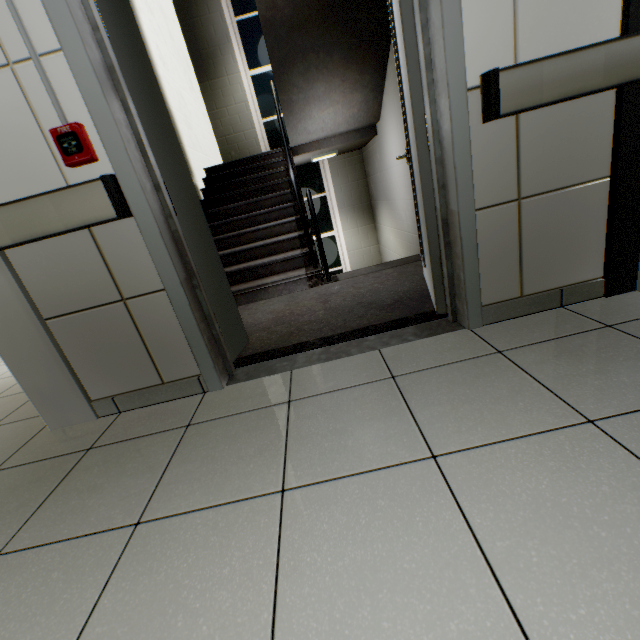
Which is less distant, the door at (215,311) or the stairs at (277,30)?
the door at (215,311)

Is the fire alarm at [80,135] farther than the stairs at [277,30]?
No

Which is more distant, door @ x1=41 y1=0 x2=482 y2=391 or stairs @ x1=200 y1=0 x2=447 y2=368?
stairs @ x1=200 y1=0 x2=447 y2=368

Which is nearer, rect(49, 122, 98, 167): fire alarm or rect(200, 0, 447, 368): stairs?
rect(49, 122, 98, 167): fire alarm

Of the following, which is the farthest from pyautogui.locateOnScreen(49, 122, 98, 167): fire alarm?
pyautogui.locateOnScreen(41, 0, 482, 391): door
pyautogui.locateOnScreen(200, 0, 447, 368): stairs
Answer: pyautogui.locateOnScreen(200, 0, 447, 368): stairs

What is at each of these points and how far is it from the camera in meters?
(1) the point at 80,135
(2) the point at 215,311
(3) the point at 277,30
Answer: (1) fire alarm, 1.3 m
(2) door, 2.0 m
(3) stairs, 3.5 m

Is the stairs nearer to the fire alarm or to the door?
the door
